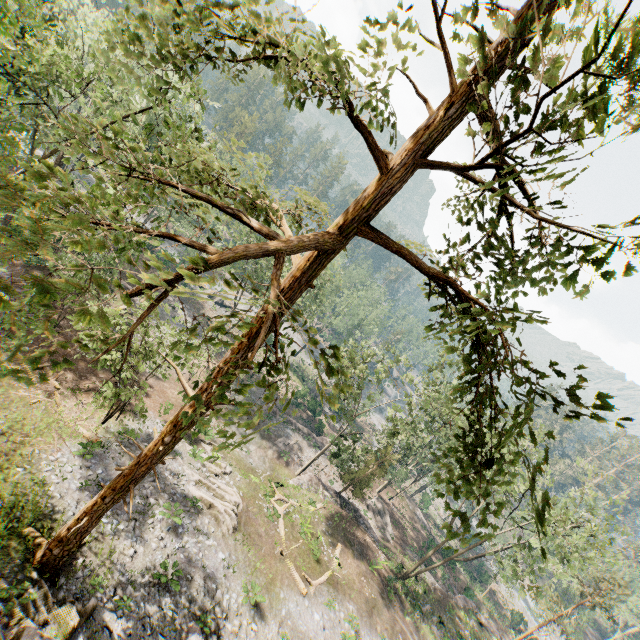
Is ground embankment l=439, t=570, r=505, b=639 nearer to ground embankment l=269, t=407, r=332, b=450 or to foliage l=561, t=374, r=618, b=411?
foliage l=561, t=374, r=618, b=411

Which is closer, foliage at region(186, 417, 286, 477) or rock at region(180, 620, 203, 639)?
foliage at region(186, 417, 286, 477)

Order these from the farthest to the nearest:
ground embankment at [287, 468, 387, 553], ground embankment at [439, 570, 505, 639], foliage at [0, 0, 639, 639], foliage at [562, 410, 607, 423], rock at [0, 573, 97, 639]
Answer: ground embankment at [439, 570, 505, 639] < ground embankment at [287, 468, 387, 553] < rock at [0, 573, 97, 639] < foliage at [562, 410, 607, 423] < foliage at [0, 0, 639, 639]

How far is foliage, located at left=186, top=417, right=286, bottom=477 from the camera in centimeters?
405cm

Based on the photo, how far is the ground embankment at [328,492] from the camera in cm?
3134

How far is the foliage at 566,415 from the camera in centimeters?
443cm

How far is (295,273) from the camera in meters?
8.2

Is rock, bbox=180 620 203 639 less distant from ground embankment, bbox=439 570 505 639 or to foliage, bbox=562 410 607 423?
foliage, bbox=562 410 607 423
